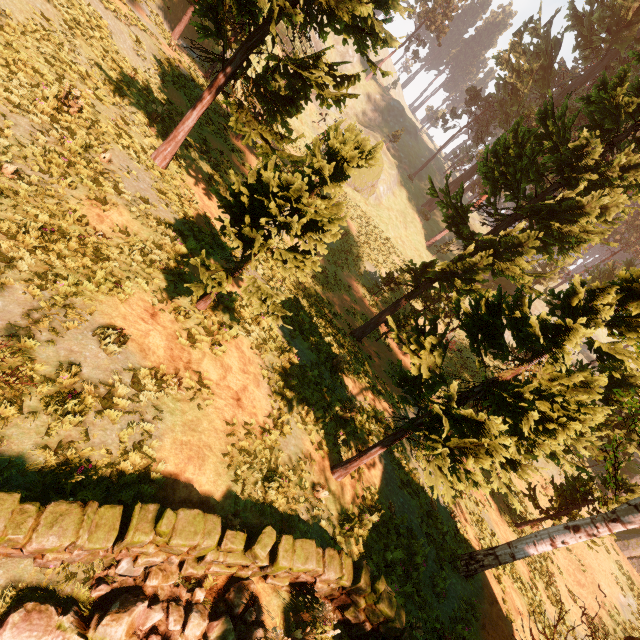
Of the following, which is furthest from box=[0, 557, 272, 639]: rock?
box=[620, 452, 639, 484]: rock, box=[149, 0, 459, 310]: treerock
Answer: box=[620, 452, 639, 484]: rock

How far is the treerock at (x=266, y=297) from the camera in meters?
7.7 m

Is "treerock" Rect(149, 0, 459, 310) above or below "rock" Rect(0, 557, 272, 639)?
above

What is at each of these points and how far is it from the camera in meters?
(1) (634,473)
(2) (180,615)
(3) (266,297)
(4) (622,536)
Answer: (1) rock, 28.5
(2) rock, 4.5
(3) treerock, 8.0
(4) rock, 25.0

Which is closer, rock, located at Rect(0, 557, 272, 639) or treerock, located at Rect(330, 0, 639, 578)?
rock, located at Rect(0, 557, 272, 639)

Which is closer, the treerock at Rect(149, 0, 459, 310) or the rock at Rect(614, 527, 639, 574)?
the treerock at Rect(149, 0, 459, 310)

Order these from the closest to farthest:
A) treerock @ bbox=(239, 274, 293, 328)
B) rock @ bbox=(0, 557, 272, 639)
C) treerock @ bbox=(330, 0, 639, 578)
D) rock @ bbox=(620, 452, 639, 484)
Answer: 1. rock @ bbox=(0, 557, 272, 639)
2. treerock @ bbox=(330, 0, 639, 578)
3. treerock @ bbox=(239, 274, 293, 328)
4. rock @ bbox=(620, 452, 639, 484)

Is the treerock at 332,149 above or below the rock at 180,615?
above
